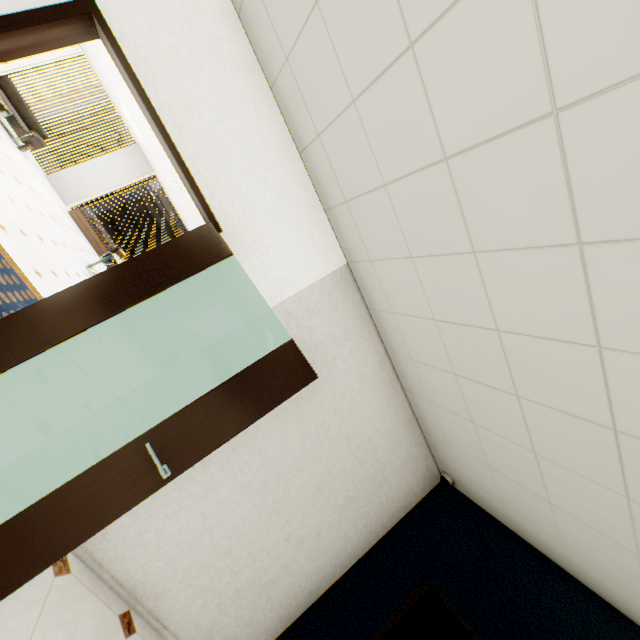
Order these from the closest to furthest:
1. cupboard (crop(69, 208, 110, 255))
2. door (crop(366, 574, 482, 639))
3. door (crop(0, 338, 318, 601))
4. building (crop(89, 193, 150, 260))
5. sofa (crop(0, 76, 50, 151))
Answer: door (crop(0, 338, 318, 601))
door (crop(366, 574, 482, 639))
sofa (crop(0, 76, 50, 151))
cupboard (crop(69, 208, 110, 255))
building (crop(89, 193, 150, 260))

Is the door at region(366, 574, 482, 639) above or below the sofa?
above

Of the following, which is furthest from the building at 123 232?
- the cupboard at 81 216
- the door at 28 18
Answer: the door at 28 18

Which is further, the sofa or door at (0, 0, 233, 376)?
the sofa

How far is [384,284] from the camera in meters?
2.6

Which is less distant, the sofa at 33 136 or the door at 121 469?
the door at 121 469

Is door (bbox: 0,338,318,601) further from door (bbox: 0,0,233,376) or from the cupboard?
the cupboard
